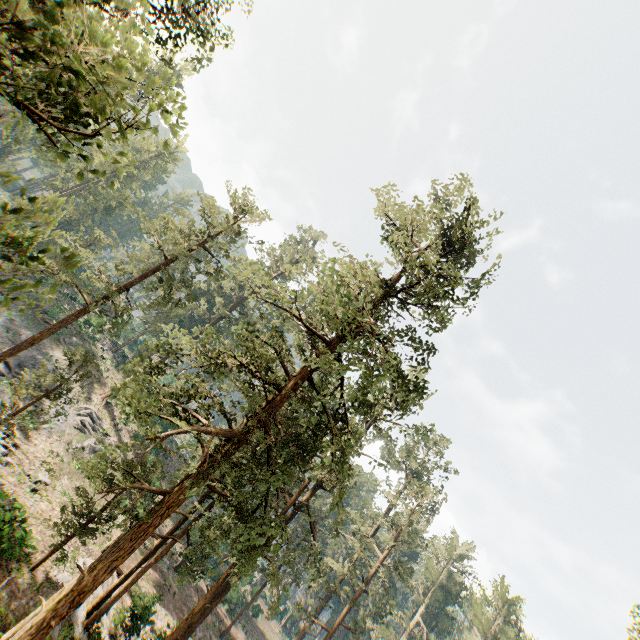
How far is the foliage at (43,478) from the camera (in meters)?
22.48

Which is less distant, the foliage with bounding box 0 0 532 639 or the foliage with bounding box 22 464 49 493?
the foliage with bounding box 0 0 532 639

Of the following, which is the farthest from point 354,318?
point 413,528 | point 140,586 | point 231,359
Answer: point 413,528

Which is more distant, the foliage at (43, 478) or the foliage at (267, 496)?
the foliage at (43, 478)

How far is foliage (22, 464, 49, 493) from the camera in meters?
22.5 m

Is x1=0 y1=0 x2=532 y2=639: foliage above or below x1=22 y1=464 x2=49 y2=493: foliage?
above
